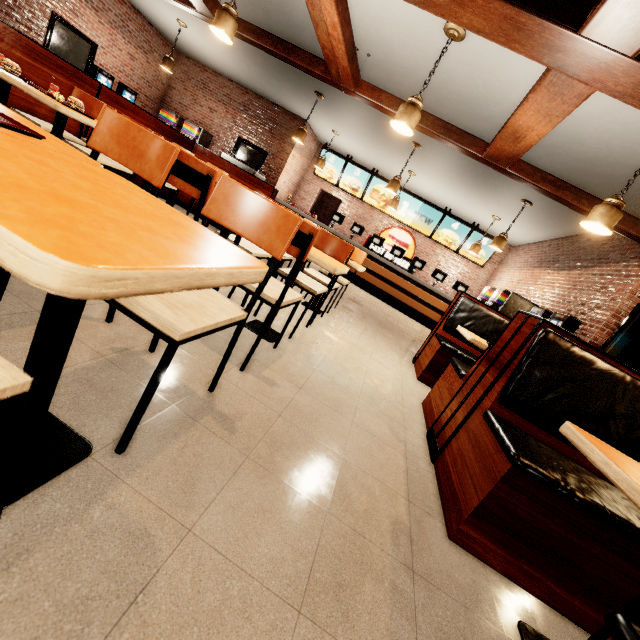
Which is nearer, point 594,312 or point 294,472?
point 294,472

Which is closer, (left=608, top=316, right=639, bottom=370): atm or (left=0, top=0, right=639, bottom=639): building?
(left=0, top=0, right=639, bottom=639): building

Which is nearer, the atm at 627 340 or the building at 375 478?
the building at 375 478
